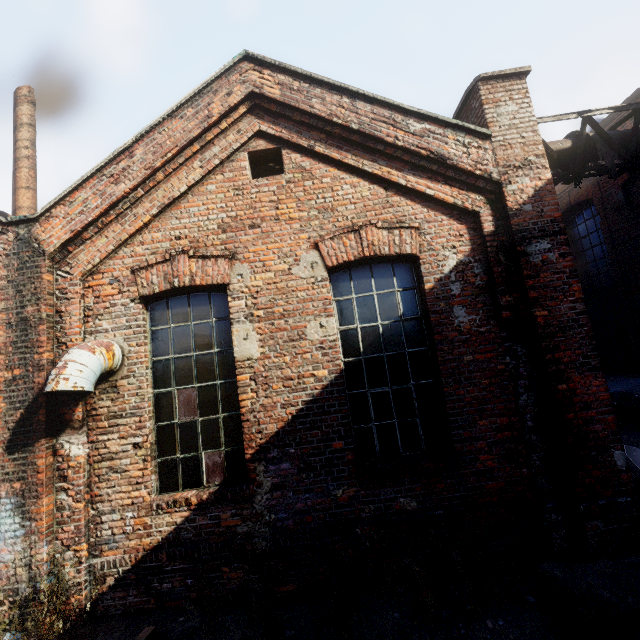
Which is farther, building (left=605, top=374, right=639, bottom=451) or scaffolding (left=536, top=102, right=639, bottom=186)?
building (left=605, top=374, right=639, bottom=451)

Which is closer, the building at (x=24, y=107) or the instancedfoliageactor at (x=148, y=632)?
the instancedfoliageactor at (x=148, y=632)

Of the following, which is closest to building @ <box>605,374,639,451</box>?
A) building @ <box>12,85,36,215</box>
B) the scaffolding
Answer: the scaffolding

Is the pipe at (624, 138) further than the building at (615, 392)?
No

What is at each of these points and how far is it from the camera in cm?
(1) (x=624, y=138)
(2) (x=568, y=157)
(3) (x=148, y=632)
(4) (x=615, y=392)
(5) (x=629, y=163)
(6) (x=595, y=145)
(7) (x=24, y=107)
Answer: (1) pipe, 618
(2) pipe, 625
(3) instancedfoliageactor, 316
(4) building, 895
(5) scaffolding, 612
(6) pipe, 617
(7) building, 758

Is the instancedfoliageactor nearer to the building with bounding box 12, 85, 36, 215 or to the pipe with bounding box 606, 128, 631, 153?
the pipe with bounding box 606, 128, 631, 153

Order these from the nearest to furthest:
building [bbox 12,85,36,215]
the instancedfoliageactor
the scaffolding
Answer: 1. the instancedfoliageactor
2. the scaffolding
3. building [bbox 12,85,36,215]

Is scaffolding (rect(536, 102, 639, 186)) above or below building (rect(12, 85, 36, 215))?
below
